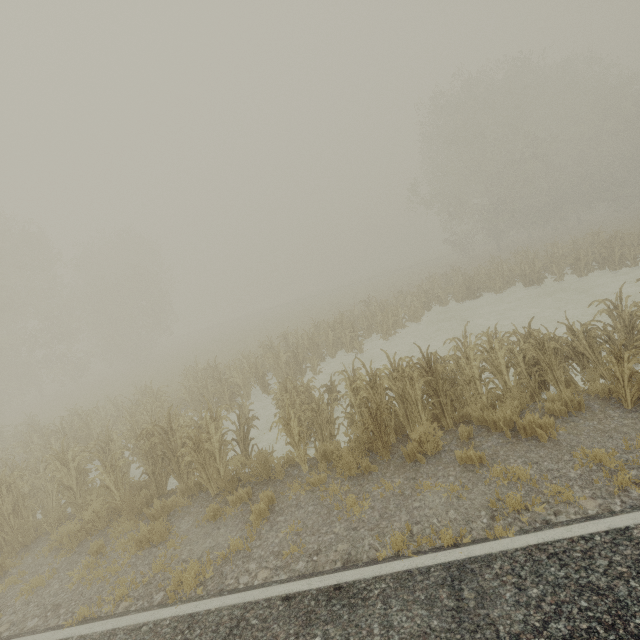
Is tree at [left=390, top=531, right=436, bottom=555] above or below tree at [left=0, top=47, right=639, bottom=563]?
below

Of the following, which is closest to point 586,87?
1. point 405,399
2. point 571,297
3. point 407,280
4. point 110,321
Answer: point 407,280

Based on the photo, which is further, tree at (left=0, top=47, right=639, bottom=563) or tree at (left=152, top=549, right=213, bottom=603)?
tree at (left=0, top=47, right=639, bottom=563)

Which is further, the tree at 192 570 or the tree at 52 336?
the tree at 52 336

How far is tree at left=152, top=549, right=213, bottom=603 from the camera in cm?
485

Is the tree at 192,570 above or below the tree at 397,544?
below
